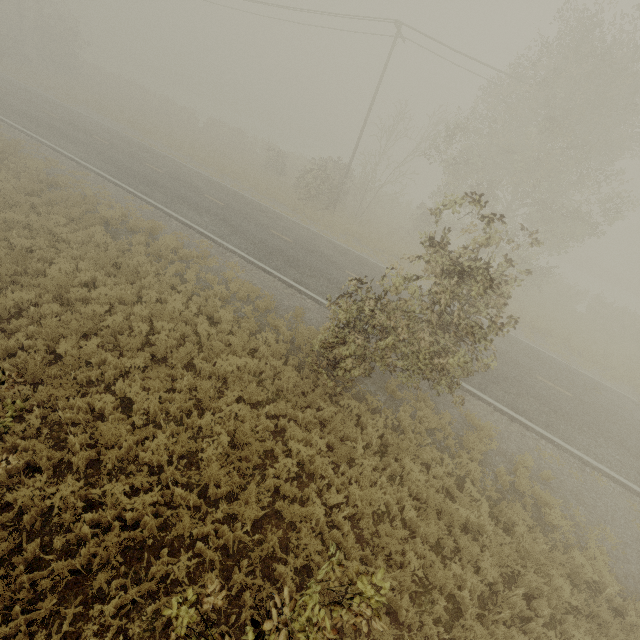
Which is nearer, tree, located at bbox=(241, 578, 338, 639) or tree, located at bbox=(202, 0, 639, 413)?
tree, located at bbox=(241, 578, 338, 639)

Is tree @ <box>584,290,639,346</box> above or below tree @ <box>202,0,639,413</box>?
below

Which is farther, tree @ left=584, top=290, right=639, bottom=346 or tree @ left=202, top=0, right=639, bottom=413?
tree @ left=584, top=290, right=639, bottom=346

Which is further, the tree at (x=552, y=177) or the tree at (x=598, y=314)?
the tree at (x=598, y=314)

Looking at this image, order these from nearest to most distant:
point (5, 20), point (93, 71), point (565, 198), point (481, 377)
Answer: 1. point (481, 377)
2. point (565, 198)
3. point (5, 20)
4. point (93, 71)

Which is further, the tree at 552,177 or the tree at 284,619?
the tree at 552,177

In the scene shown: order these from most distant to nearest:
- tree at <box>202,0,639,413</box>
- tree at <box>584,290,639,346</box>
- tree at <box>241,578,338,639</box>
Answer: tree at <box>584,290,639,346</box>
tree at <box>202,0,639,413</box>
tree at <box>241,578,338,639</box>
